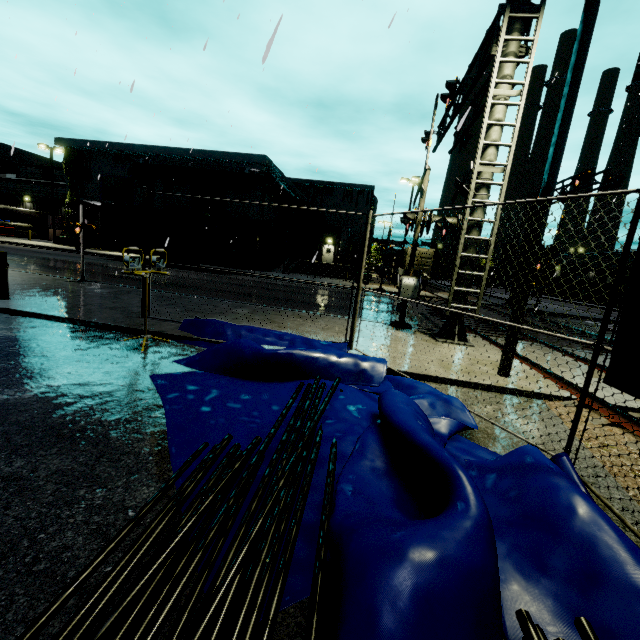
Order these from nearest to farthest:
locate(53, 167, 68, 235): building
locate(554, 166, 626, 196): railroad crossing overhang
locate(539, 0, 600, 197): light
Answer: locate(539, 0, 600, 197): light < locate(554, 166, 626, 196): railroad crossing overhang < locate(53, 167, 68, 235): building

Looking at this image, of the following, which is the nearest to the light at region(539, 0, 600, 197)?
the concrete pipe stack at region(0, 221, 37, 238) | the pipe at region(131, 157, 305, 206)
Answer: the pipe at region(131, 157, 305, 206)

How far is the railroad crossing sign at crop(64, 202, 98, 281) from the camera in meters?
11.6 m

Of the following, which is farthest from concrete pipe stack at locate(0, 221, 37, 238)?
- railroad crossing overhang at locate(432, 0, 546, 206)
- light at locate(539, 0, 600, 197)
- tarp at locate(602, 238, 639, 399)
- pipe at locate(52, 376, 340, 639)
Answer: pipe at locate(52, 376, 340, 639)

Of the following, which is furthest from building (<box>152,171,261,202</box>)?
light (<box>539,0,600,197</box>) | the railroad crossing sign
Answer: the railroad crossing sign

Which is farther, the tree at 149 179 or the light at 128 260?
the tree at 149 179

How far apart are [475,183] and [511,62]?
2.9m

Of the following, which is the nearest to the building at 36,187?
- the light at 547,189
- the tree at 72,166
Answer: the tree at 72,166
